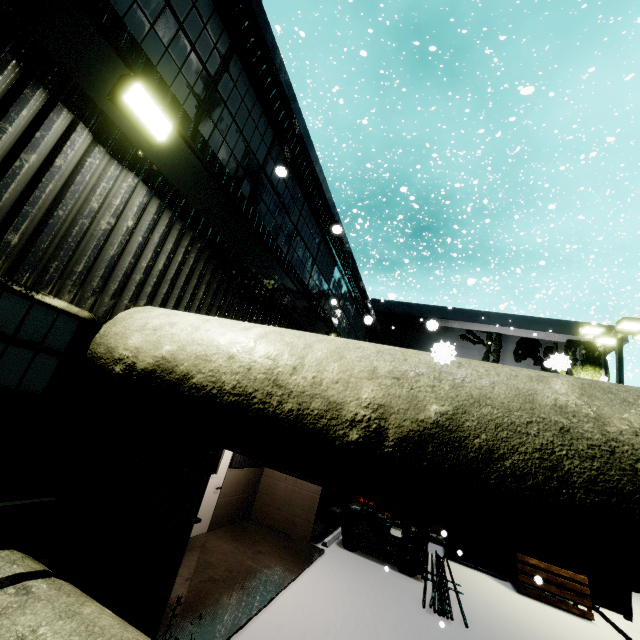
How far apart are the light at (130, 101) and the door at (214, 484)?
6.06m

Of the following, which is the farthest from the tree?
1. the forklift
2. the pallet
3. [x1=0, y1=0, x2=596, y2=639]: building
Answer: the forklift

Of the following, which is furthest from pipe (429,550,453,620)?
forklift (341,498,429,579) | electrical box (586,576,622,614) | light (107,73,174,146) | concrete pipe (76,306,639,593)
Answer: light (107,73,174,146)

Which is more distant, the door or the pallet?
the pallet

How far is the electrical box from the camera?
10.48m

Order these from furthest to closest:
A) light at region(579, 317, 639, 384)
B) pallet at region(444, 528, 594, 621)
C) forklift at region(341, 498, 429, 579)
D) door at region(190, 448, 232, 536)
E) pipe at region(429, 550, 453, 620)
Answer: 1. light at region(579, 317, 639, 384)
2. pallet at region(444, 528, 594, 621)
3. forklift at region(341, 498, 429, 579)
4. door at region(190, 448, 232, 536)
5. pipe at region(429, 550, 453, 620)

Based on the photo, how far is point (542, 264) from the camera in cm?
980

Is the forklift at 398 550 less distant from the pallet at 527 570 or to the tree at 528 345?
the pallet at 527 570
